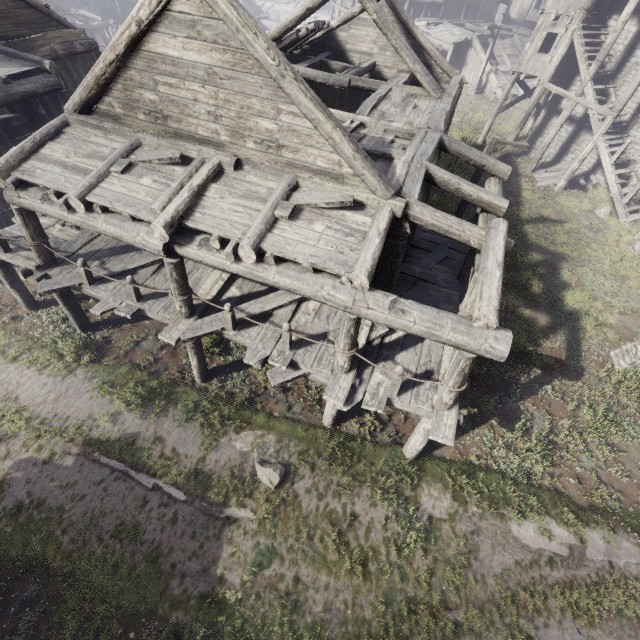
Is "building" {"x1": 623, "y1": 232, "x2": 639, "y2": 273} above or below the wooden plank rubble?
above

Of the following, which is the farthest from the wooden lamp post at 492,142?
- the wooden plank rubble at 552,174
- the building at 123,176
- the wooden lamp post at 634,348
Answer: the wooden plank rubble at 552,174

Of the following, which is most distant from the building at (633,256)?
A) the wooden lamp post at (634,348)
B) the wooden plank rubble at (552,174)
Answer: the wooden lamp post at (634,348)

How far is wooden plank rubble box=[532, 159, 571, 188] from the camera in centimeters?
2038cm

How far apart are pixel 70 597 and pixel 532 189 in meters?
26.9

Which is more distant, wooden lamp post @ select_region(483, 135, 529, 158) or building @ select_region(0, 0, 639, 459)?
wooden lamp post @ select_region(483, 135, 529, 158)

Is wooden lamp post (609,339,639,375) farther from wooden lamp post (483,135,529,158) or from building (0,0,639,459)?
wooden lamp post (483,135,529,158)

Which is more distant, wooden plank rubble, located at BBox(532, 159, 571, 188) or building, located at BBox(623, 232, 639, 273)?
wooden plank rubble, located at BBox(532, 159, 571, 188)
